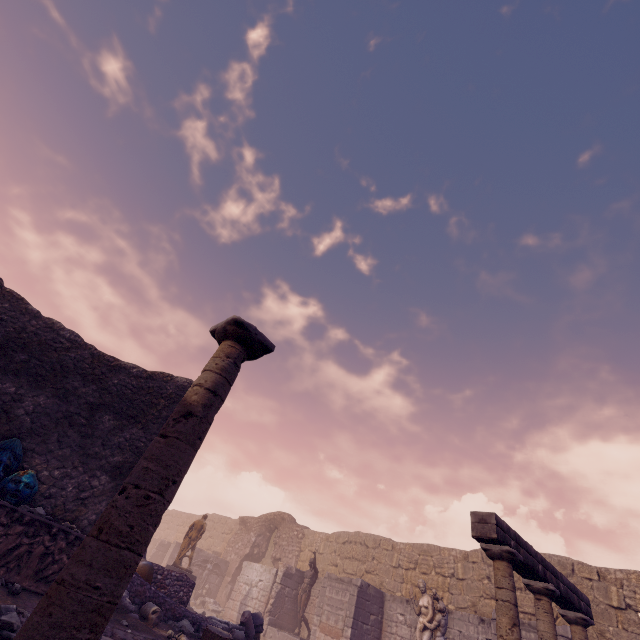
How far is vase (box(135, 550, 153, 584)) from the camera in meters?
8.3

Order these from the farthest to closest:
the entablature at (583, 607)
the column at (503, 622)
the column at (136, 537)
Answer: the entablature at (583, 607) → the column at (503, 622) → the column at (136, 537)

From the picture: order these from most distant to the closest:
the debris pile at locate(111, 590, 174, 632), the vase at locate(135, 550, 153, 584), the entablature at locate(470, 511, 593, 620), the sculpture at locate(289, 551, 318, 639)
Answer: the sculpture at locate(289, 551, 318, 639)
the vase at locate(135, 550, 153, 584)
the debris pile at locate(111, 590, 174, 632)
the entablature at locate(470, 511, 593, 620)

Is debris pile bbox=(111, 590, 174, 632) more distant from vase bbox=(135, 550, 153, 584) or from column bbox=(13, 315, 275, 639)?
column bbox=(13, 315, 275, 639)

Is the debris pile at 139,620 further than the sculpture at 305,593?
No

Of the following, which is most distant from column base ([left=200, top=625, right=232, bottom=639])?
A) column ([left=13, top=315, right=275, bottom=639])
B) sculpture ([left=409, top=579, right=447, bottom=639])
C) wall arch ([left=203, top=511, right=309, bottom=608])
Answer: wall arch ([left=203, top=511, right=309, bottom=608])

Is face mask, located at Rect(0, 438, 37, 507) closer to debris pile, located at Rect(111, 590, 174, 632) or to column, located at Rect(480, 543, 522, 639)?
debris pile, located at Rect(111, 590, 174, 632)

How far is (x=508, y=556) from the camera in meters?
4.4
